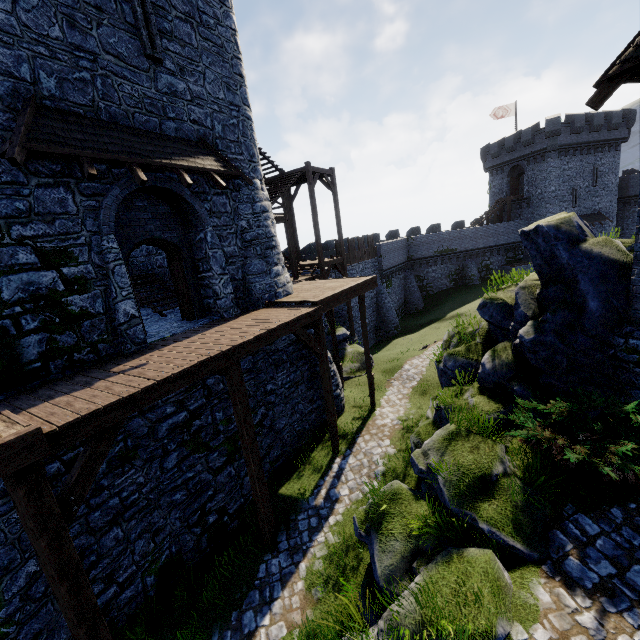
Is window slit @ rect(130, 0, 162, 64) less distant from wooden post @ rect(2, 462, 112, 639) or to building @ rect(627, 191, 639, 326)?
wooden post @ rect(2, 462, 112, 639)

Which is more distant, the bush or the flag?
the flag

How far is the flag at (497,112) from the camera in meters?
39.4

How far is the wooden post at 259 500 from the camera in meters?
7.8 m

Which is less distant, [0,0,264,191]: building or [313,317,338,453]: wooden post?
[0,0,264,191]: building

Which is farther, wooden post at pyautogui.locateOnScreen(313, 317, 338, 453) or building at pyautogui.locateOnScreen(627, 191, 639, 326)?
wooden post at pyautogui.locateOnScreen(313, 317, 338, 453)

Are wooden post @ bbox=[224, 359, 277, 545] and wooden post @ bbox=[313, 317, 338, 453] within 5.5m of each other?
yes

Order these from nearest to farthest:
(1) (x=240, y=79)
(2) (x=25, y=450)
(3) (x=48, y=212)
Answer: (2) (x=25, y=450)
(3) (x=48, y=212)
(1) (x=240, y=79)
